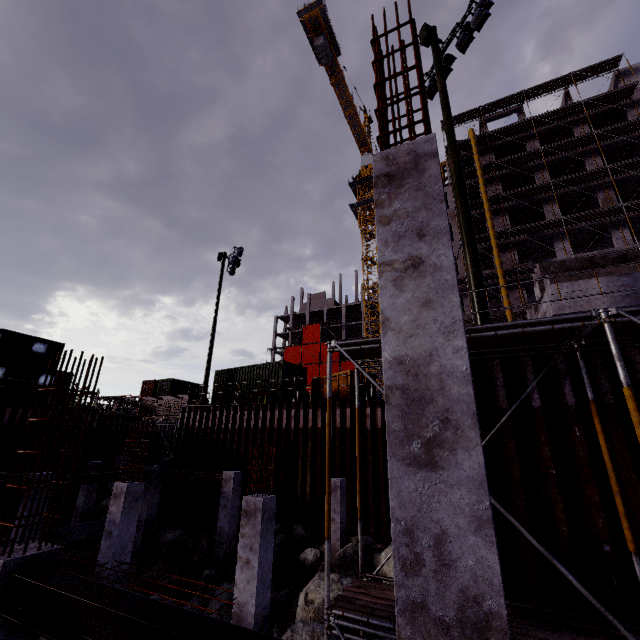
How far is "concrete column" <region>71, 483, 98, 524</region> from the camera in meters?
17.2

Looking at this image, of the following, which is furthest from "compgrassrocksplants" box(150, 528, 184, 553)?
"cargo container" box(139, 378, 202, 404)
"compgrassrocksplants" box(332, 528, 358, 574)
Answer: "cargo container" box(139, 378, 202, 404)

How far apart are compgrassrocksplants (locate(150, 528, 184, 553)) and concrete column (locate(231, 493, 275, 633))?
9.3m

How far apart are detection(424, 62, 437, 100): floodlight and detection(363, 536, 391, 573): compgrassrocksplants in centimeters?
1525cm

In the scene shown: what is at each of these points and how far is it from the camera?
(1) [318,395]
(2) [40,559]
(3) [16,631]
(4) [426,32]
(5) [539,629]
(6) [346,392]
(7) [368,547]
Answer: (1) dumpster, 18.66m
(2) concrete column, 3.86m
(3) concrete column, 3.59m
(4) electrical box, 10.52m
(5) scaffolding, 4.21m
(6) dumpster, 16.70m
(7) compgrassrocksplants, 11.28m

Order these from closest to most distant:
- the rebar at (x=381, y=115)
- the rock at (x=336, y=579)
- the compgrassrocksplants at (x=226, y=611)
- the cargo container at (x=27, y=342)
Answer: the rebar at (x=381, y=115) → the rock at (x=336, y=579) → the compgrassrocksplants at (x=226, y=611) → the cargo container at (x=27, y=342)

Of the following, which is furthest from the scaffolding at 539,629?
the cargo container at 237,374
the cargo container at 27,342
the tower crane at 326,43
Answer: the tower crane at 326,43

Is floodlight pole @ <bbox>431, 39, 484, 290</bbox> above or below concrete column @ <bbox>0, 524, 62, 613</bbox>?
above
